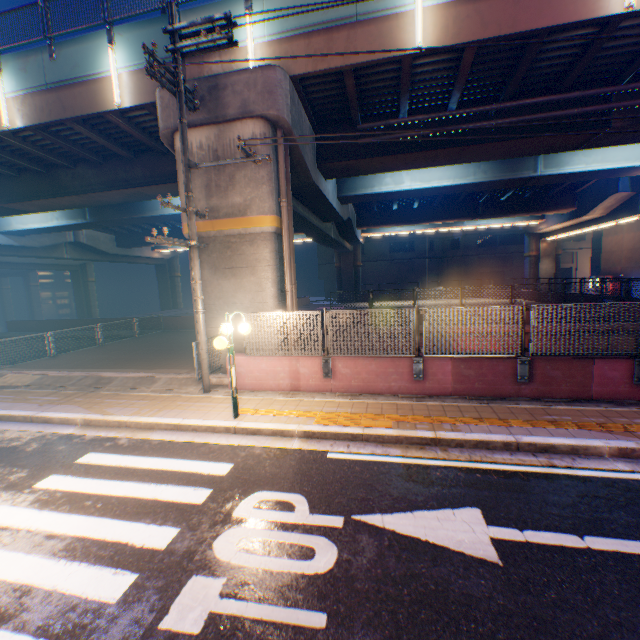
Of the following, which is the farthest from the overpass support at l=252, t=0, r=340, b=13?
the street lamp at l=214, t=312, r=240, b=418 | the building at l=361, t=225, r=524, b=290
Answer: the building at l=361, t=225, r=524, b=290

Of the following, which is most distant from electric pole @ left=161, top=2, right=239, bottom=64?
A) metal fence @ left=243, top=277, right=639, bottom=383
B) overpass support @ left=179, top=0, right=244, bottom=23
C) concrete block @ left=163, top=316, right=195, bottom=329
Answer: concrete block @ left=163, top=316, right=195, bottom=329

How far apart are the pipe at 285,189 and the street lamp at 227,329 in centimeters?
316cm

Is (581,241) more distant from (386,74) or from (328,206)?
(386,74)

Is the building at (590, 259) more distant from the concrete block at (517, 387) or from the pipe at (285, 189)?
the concrete block at (517, 387)

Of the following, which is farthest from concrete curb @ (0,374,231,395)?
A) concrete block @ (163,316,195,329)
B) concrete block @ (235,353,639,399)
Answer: concrete block @ (163,316,195,329)

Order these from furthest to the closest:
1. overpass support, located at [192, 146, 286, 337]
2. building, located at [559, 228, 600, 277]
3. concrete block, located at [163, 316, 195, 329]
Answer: building, located at [559, 228, 600, 277] → concrete block, located at [163, 316, 195, 329] → overpass support, located at [192, 146, 286, 337]

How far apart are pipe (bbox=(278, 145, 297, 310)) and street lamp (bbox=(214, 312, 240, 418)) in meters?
3.2
